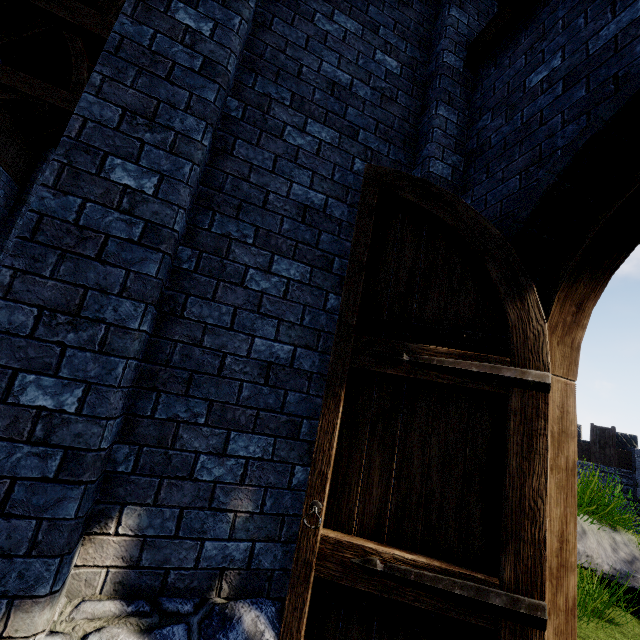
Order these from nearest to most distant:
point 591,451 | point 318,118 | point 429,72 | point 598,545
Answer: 1. point 318,118
2. point 429,72
3. point 598,545
4. point 591,451

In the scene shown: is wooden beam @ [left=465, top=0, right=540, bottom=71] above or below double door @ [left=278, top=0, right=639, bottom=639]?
above

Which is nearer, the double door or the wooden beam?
the double door

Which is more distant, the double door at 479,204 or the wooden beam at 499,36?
the wooden beam at 499,36

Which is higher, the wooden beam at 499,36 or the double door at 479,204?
the wooden beam at 499,36

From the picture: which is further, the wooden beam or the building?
the wooden beam
